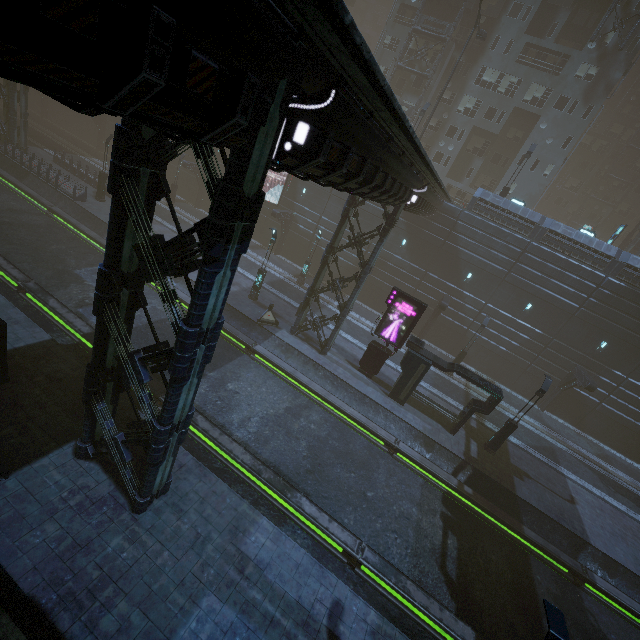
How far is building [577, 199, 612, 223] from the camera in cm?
5334

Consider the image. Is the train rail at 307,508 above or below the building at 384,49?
below

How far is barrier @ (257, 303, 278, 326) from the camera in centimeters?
2161cm

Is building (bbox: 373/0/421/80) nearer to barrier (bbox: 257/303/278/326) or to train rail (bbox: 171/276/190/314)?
train rail (bbox: 171/276/190/314)

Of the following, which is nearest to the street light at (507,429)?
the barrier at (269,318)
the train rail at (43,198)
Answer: the train rail at (43,198)

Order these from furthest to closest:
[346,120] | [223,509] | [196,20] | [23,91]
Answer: [23,91] < [223,509] < [346,120] < [196,20]

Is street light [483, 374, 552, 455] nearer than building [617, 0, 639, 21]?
Yes

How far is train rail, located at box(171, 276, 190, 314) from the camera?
21.0 meters
